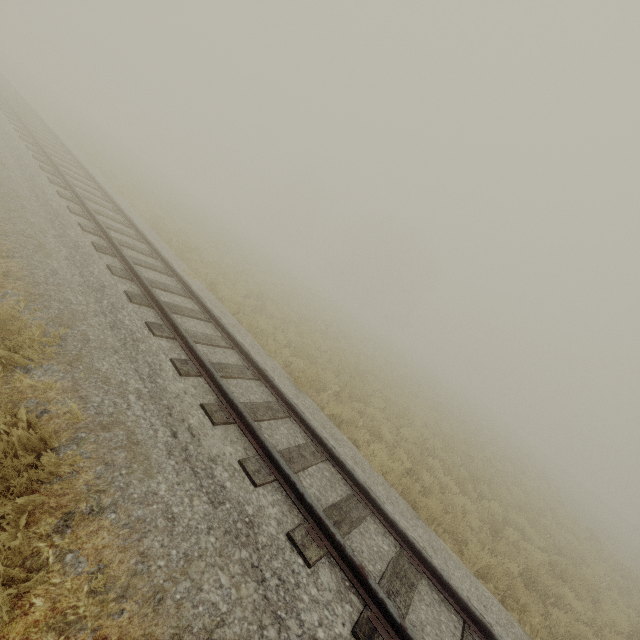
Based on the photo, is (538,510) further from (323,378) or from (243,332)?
(243,332)
